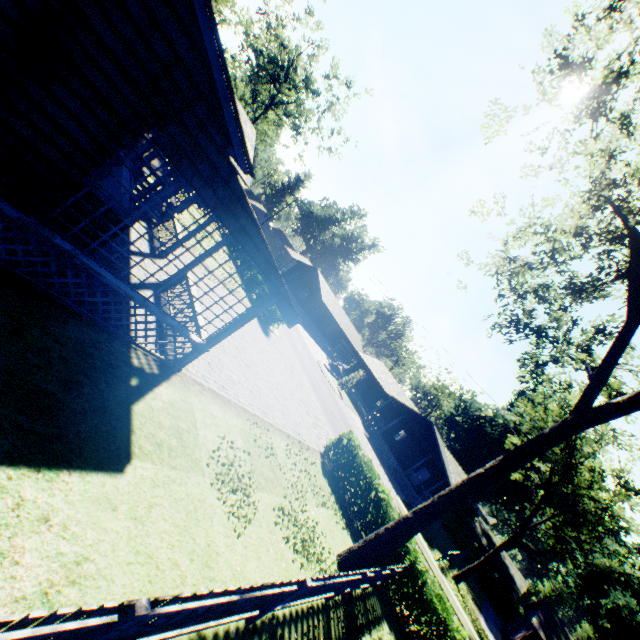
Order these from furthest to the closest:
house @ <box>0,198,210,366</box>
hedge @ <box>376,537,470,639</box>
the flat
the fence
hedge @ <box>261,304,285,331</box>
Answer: hedge @ <box>261,304,285,331</box> < hedge @ <box>376,537,470,639</box> < house @ <box>0,198,210,366</box> < the flat < the fence

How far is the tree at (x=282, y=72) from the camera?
35.50m

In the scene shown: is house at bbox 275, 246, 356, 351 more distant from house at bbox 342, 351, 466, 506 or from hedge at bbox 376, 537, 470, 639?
hedge at bbox 376, 537, 470, 639

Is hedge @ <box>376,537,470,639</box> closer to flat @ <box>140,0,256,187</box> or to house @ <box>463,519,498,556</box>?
flat @ <box>140,0,256,187</box>

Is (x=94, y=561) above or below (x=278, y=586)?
below

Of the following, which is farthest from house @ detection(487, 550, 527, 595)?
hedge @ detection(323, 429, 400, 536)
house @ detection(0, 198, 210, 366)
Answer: house @ detection(0, 198, 210, 366)

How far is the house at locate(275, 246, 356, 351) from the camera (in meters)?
49.84

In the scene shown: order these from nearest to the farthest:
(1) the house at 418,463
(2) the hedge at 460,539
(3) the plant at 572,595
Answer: (1) the house at 418,463, (3) the plant at 572,595, (2) the hedge at 460,539
